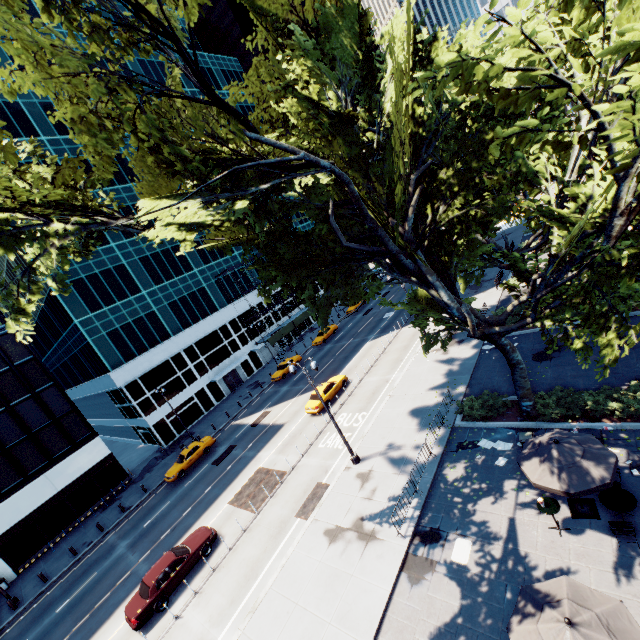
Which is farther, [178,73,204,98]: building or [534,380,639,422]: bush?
[178,73,204,98]: building

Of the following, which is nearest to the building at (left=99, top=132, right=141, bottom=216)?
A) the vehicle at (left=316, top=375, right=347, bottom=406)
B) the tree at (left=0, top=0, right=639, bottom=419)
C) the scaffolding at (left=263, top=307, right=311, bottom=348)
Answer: the scaffolding at (left=263, top=307, right=311, bottom=348)

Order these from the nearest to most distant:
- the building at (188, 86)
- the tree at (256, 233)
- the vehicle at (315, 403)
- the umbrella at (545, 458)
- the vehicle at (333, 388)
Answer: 1. the tree at (256, 233)
2. the umbrella at (545, 458)
3. the vehicle at (315, 403)
4. the vehicle at (333, 388)
5. the building at (188, 86)

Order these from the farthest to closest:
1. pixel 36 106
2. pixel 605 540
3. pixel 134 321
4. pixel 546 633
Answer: pixel 134 321
pixel 36 106
pixel 605 540
pixel 546 633

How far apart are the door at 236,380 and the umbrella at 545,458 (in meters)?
39.67

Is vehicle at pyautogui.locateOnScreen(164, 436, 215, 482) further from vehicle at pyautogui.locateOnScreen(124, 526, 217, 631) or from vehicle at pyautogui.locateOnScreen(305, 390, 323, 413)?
vehicle at pyautogui.locateOnScreen(305, 390, 323, 413)

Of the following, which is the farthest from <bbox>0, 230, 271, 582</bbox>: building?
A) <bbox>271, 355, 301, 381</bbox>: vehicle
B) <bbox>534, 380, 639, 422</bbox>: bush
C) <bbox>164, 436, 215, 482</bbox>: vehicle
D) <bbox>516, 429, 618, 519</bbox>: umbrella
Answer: <bbox>516, 429, 618, 519</bbox>: umbrella

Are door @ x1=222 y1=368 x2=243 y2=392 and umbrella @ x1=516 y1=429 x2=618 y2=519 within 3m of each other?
no
